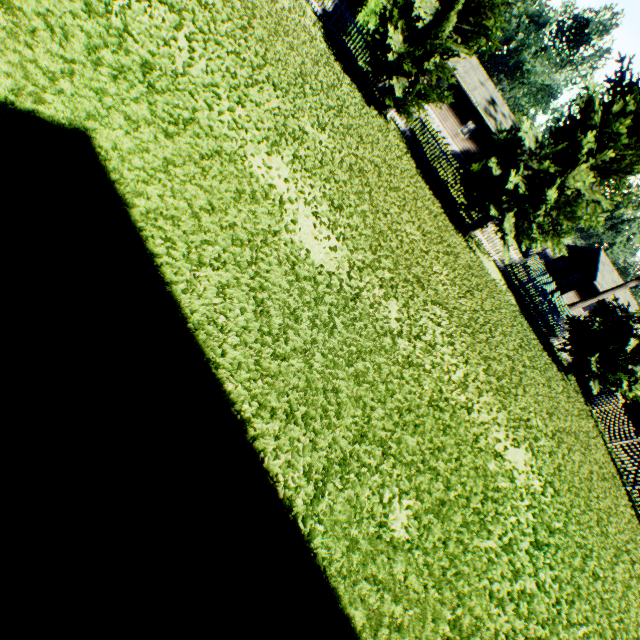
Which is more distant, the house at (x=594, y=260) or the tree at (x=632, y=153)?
the house at (x=594, y=260)

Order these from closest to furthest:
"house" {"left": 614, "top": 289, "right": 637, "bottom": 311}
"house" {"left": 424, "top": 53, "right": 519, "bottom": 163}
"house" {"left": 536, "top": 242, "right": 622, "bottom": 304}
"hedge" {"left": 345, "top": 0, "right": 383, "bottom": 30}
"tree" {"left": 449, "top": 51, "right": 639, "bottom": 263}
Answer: "tree" {"left": 449, "top": 51, "right": 639, "bottom": 263} < "hedge" {"left": 345, "top": 0, "right": 383, "bottom": 30} < "house" {"left": 424, "top": 53, "right": 519, "bottom": 163} < "house" {"left": 536, "top": 242, "right": 622, "bottom": 304} < "house" {"left": 614, "top": 289, "right": 637, "bottom": 311}

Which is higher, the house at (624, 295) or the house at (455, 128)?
the house at (624, 295)

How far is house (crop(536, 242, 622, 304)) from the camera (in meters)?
34.72

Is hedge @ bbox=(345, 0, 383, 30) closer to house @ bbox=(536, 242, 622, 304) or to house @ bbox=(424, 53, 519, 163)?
house @ bbox=(424, 53, 519, 163)

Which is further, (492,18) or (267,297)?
(492,18)

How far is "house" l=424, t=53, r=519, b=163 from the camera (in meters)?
31.56
